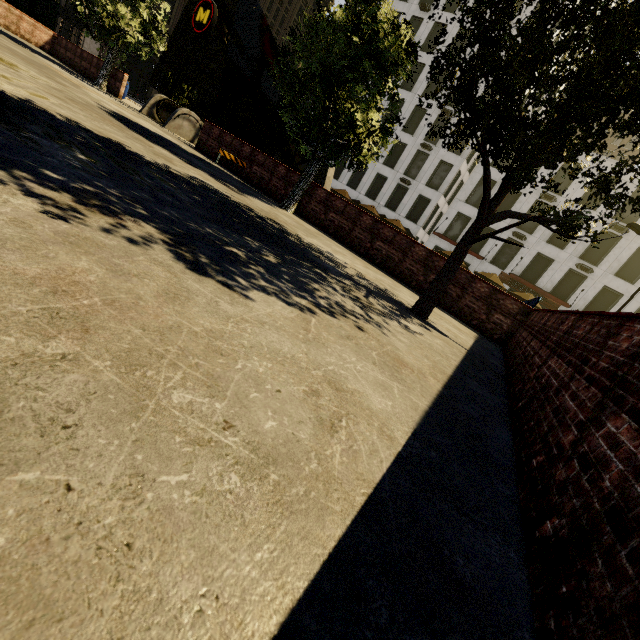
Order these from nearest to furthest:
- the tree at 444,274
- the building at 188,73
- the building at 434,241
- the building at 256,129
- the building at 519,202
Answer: the tree at 444,274 → the building at 519,202 → the building at 434,241 → the building at 188,73 → the building at 256,129

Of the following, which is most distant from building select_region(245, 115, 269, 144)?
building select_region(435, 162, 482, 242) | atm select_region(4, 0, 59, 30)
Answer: building select_region(435, 162, 482, 242)

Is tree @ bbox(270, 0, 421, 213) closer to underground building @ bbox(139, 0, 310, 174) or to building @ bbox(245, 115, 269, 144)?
underground building @ bbox(139, 0, 310, 174)

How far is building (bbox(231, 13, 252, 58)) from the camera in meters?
44.6

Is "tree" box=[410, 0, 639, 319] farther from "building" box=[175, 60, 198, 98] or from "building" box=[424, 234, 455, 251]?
"building" box=[424, 234, 455, 251]

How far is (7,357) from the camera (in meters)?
0.92

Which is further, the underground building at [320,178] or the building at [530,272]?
the building at [530,272]

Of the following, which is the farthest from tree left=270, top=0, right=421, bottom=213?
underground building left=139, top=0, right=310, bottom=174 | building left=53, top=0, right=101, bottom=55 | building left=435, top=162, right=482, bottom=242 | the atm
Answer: building left=435, top=162, right=482, bottom=242
